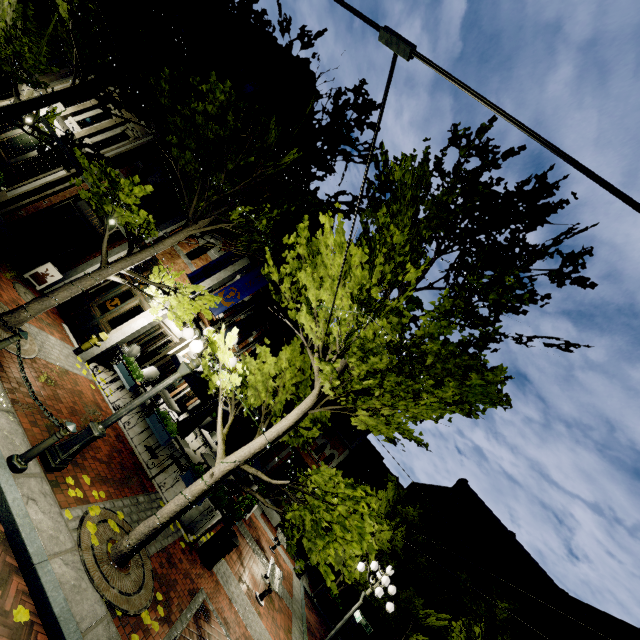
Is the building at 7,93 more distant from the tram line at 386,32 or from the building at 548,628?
the building at 548,628

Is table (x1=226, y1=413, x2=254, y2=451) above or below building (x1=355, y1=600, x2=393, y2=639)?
above

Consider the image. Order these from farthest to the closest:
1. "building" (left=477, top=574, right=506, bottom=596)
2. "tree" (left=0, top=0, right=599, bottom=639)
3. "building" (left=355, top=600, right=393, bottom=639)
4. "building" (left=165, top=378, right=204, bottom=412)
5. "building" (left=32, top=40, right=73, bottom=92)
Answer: "building" (left=477, top=574, right=506, bottom=596), "building" (left=355, top=600, right=393, bottom=639), "building" (left=165, top=378, right=204, bottom=412), "building" (left=32, top=40, right=73, bottom=92), "tree" (left=0, top=0, right=599, bottom=639)

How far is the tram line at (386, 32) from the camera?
1.80m

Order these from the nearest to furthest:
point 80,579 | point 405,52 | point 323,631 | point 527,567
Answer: point 405,52, point 80,579, point 323,631, point 527,567

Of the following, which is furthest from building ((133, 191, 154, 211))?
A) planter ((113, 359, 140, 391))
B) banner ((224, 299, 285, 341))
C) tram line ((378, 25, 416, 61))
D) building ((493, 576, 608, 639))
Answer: building ((493, 576, 608, 639))

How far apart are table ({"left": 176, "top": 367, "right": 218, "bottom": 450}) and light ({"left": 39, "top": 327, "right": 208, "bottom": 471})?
4.0 meters

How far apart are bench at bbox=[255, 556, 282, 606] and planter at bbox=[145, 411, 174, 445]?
5.37m
